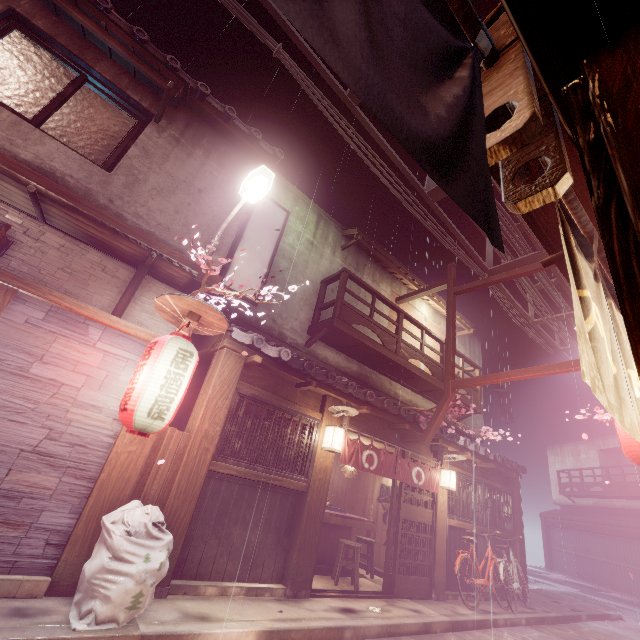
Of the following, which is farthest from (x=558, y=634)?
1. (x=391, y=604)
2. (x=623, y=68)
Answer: (x=623, y=68)

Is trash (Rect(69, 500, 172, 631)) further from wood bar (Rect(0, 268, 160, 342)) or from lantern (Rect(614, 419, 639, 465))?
lantern (Rect(614, 419, 639, 465))

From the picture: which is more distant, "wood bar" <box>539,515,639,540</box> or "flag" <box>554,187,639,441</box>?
"wood bar" <box>539,515,639,540</box>

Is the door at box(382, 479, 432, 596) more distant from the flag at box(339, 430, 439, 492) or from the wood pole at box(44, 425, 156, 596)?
the wood pole at box(44, 425, 156, 596)

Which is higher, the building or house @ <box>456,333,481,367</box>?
house @ <box>456,333,481,367</box>

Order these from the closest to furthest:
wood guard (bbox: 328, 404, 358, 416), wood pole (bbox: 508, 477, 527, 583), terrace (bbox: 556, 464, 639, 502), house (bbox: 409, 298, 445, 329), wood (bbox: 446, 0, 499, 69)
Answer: wood (bbox: 446, 0, 499, 69)
wood guard (bbox: 328, 404, 358, 416)
wood pole (bbox: 508, 477, 527, 583)
house (bbox: 409, 298, 445, 329)
terrace (bbox: 556, 464, 639, 502)

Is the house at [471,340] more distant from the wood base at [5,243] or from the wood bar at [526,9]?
the wood base at [5,243]

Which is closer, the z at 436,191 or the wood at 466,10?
the wood at 466,10
